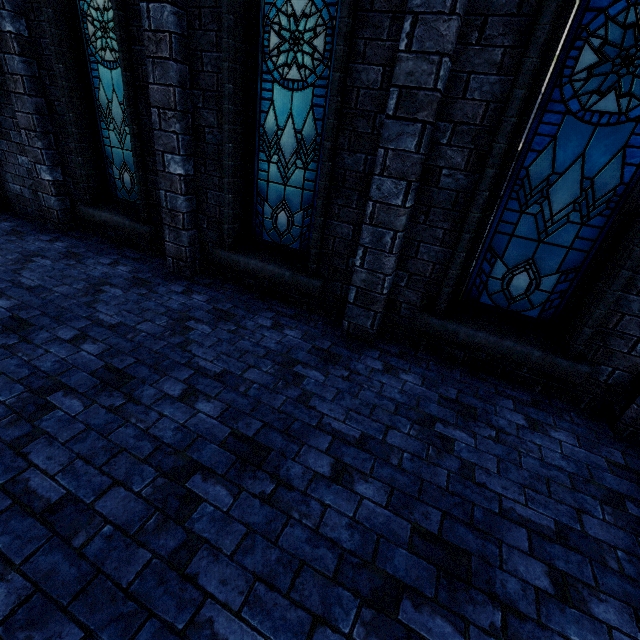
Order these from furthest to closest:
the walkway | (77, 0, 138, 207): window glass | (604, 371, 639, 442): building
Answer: (77, 0, 138, 207): window glass → (604, 371, 639, 442): building → the walkway

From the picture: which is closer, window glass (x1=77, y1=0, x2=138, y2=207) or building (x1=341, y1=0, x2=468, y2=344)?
building (x1=341, y1=0, x2=468, y2=344)

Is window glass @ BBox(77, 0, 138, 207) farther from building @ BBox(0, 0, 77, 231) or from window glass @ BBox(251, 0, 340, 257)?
window glass @ BBox(251, 0, 340, 257)

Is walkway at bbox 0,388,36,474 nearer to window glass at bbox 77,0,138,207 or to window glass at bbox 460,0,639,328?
window glass at bbox 77,0,138,207

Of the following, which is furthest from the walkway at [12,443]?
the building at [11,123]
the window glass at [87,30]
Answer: the window glass at [87,30]

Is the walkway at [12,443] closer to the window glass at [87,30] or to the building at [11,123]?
the building at [11,123]

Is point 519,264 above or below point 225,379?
above
